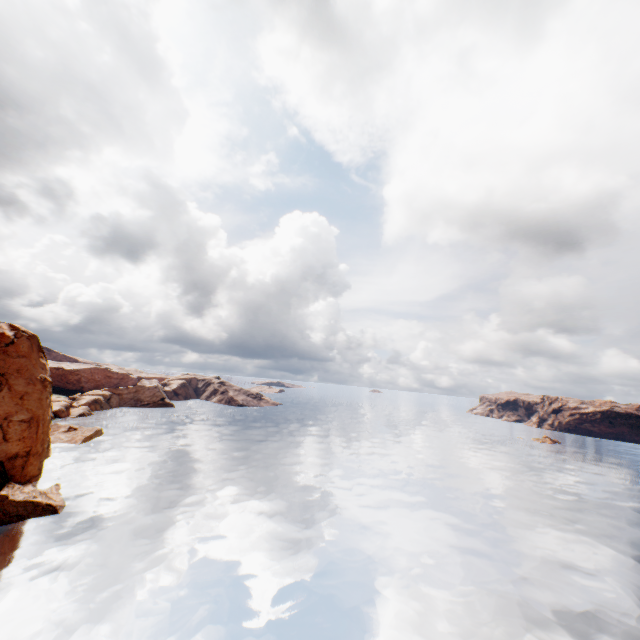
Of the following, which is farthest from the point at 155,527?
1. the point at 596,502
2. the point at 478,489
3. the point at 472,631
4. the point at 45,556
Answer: the point at 596,502
